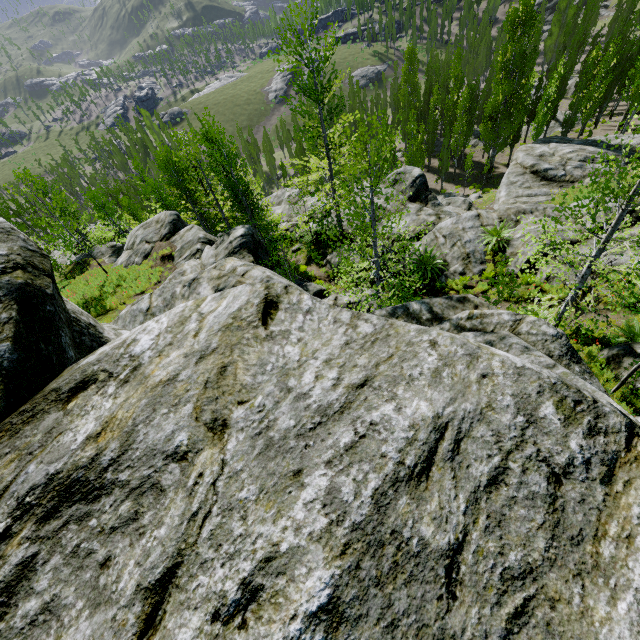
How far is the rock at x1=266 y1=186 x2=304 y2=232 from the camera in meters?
25.3 m

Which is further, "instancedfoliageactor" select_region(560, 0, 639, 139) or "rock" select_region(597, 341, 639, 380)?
"instancedfoliageactor" select_region(560, 0, 639, 139)

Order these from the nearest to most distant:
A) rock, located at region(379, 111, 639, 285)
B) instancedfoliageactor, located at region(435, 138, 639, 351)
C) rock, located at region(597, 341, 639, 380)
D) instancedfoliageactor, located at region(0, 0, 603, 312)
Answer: instancedfoliageactor, located at region(435, 138, 639, 351)
rock, located at region(597, 341, 639, 380)
instancedfoliageactor, located at region(0, 0, 603, 312)
rock, located at region(379, 111, 639, 285)

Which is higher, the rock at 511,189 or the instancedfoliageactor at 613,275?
the instancedfoliageactor at 613,275

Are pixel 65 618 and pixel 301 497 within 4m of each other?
yes

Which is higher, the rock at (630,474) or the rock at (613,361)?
the rock at (630,474)

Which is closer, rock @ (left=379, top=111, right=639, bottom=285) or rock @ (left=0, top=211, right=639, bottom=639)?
rock @ (left=0, top=211, right=639, bottom=639)
